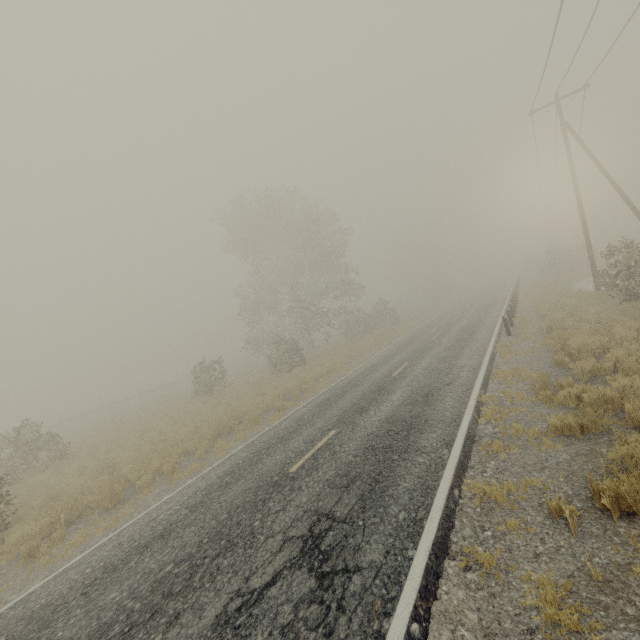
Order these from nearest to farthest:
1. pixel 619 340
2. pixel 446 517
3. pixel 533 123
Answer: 1. pixel 446 517
2. pixel 619 340
3. pixel 533 123

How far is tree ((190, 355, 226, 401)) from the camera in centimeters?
2453cm

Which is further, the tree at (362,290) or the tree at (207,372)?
the tree at (362,290)

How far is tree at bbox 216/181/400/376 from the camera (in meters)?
31.08

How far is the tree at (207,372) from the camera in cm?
2453

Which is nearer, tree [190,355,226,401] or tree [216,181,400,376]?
tree [190,355,226,401]
